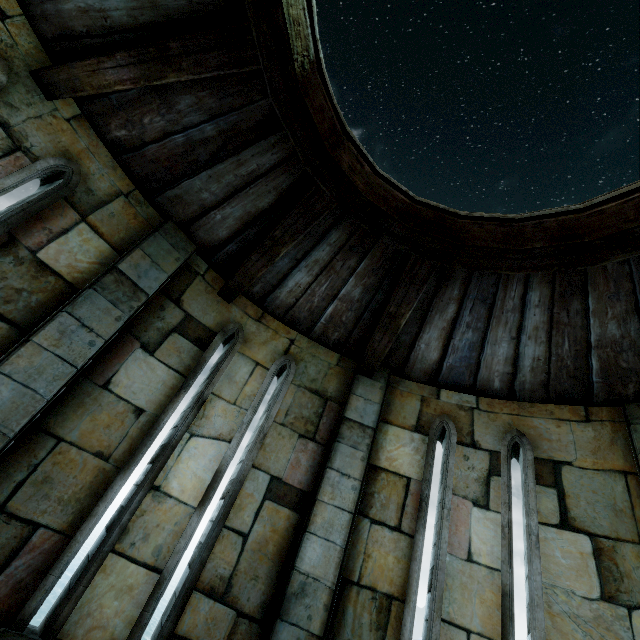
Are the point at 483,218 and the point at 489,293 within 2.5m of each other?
yes
